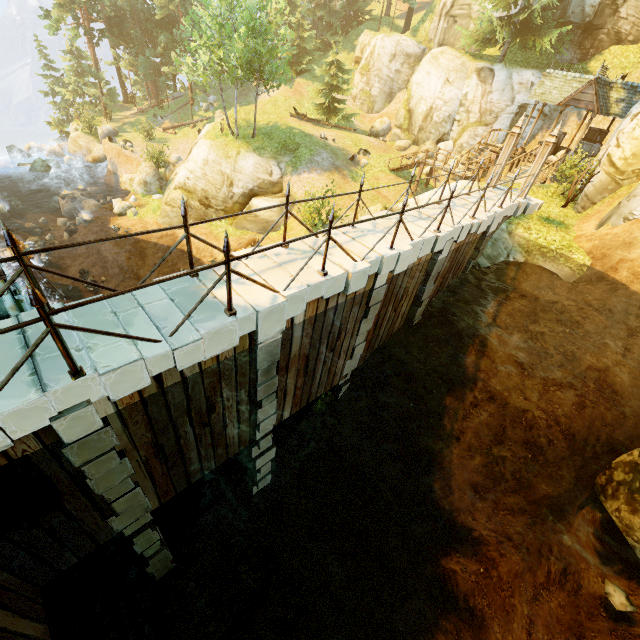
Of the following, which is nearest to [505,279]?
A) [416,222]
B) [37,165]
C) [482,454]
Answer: [416,222]

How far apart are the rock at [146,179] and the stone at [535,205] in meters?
24.8

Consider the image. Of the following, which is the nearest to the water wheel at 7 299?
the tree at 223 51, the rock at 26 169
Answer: the tree at 223 51

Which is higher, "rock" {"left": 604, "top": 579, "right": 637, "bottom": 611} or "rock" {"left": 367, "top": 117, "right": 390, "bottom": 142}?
"rock" {"left": 367, "top": 117, "right": 390, "bottom": 142}

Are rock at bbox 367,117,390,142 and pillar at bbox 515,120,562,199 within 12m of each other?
no

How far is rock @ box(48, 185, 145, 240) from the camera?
24.2 meters

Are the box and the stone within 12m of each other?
yes

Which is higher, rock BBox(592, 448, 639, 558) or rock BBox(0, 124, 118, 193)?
rock BBox(592, 448, 639, 558)
